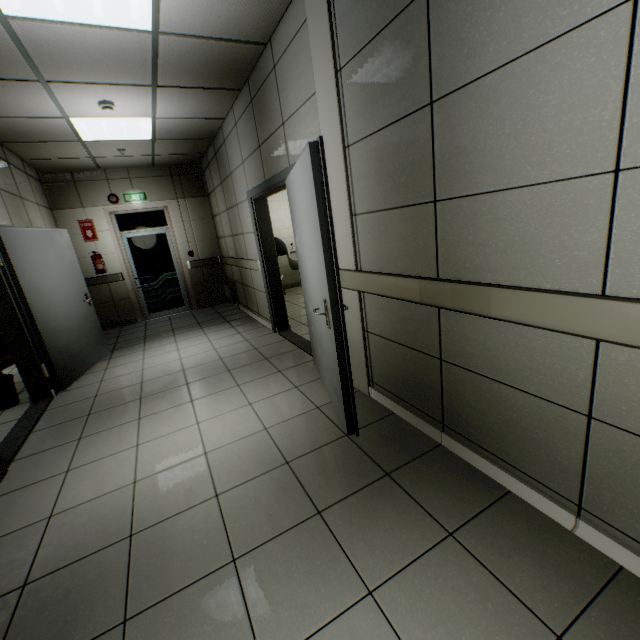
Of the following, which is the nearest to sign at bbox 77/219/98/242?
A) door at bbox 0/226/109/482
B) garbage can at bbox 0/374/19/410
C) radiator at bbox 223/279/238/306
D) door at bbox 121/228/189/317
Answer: door at bbox 121/228/189/317

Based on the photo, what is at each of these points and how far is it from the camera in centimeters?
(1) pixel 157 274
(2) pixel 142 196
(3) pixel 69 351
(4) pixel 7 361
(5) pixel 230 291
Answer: (1) door, 759cm
(2) exit sign, 701cm
(3) door, 432cm
(4) chair, 423cm
(5) radiator, 728cm

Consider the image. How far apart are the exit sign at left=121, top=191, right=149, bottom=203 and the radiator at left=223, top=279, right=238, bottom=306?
2.4 meters

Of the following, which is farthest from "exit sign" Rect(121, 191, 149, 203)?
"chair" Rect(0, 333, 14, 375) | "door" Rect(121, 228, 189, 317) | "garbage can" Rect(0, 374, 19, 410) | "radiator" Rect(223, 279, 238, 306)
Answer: "garbage can" Rect(0, 374, 19, 410)

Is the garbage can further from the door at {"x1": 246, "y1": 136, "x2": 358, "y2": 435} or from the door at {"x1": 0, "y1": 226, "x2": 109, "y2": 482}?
the door at {"x1": 246, "y1": 136, "x2": 358, "y2": 435}

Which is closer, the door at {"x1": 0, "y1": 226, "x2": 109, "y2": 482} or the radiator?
the door at {"x1": 0, "y1": 226, "x2": 109, "y2": 482}

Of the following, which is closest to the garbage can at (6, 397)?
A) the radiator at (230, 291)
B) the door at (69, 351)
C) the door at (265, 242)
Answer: the door at (69, 351)

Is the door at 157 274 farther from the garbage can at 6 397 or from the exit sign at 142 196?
the garbage can at 6 397
